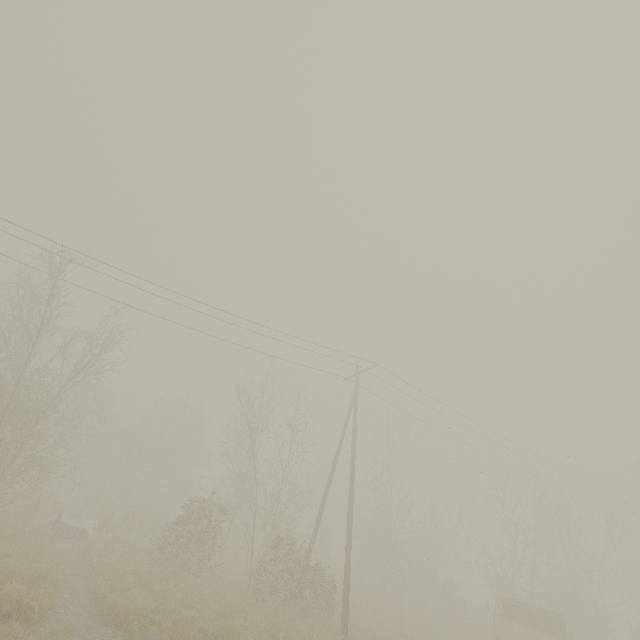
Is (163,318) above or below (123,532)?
above
